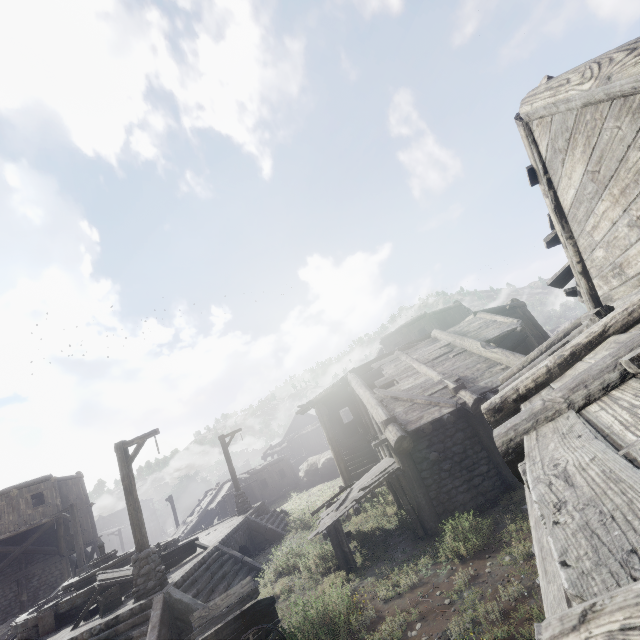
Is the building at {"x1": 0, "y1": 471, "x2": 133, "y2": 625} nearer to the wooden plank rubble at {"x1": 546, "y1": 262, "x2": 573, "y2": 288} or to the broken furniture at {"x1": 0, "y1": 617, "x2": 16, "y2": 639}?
the wooden plank rubble at {"x1": 546, "y1": 262, "x2": 573, "y2": 288}

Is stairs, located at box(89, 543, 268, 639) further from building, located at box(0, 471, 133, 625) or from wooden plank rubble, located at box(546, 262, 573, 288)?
wooden plank rubble, located at box(546, 262, 573, 288)

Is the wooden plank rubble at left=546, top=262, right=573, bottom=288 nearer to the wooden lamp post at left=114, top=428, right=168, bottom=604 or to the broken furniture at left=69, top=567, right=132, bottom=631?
the wooden lamp post at left=114, top=428, right=168, bottom=604

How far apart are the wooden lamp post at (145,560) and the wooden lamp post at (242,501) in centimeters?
908cm

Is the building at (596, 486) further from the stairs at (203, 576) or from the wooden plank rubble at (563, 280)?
the stairs at (203, 576)

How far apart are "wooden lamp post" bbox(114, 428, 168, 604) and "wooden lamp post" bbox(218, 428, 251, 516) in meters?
9.1

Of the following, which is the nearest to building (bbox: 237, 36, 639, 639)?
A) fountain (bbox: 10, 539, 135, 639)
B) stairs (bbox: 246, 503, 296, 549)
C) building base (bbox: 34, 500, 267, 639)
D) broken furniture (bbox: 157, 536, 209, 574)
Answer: stairs (bbox: 246, 503, 296, 549)

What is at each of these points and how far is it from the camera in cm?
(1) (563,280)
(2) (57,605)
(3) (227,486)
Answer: (1) wooden plank rubble, 716
(2) fountain, 1170
(3) building, 3188
